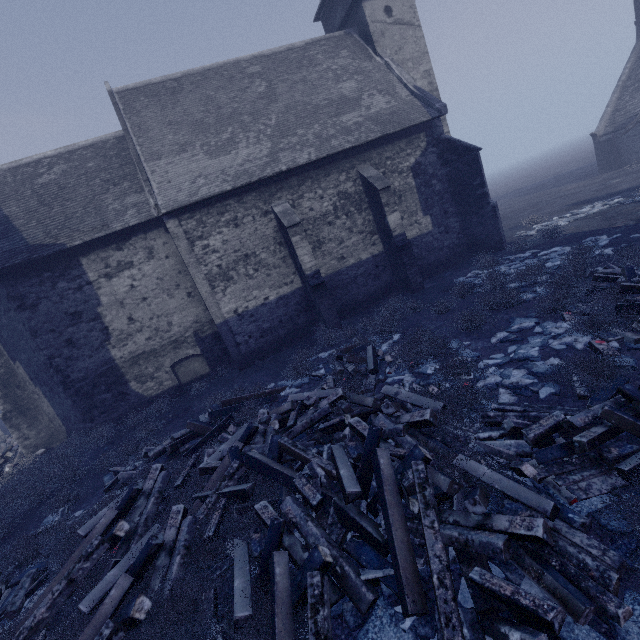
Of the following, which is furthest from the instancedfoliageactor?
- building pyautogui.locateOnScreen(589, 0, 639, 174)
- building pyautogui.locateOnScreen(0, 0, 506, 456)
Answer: building pyautogui.locateOnScreen(589, 0, 639, 174)

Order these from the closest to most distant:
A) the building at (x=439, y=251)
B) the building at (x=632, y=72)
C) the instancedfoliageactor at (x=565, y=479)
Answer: the instancedfoliageactor at (x=565, y=479) < the building at (x=439, y=251) < the building at (x=632, y=72)

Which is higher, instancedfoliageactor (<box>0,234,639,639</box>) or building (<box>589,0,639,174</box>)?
building (<box>589,0,639,174</box>)

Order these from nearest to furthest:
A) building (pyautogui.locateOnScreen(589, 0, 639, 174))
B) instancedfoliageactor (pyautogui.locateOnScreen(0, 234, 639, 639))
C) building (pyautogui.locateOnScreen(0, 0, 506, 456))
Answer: instancedfoliageactor (pyautogui.locateOnScreen(0, 234, 639, 639)) < building (pyautogui.locateOnScreen(0, 0, 506, 456)) < building (pyautogui.locateOnScreen(589, 0, 639, 174))

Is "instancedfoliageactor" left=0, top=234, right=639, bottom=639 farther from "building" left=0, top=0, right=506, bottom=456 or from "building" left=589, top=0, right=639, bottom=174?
"building" left=589, top=0, right=639, bottom=174

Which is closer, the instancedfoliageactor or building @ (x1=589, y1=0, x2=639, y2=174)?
the instancedfoliageactor

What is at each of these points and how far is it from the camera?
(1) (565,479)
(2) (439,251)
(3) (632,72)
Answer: (1) instancedfoliageactor, 3.8m
(2) building, 16.0m
(3) building, 24.6m

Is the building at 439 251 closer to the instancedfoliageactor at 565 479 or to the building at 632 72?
the instancedfoliageactor at 565 479
